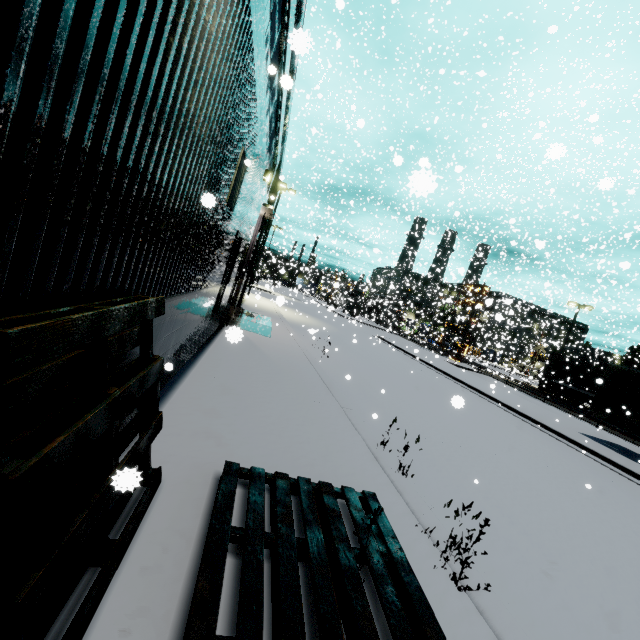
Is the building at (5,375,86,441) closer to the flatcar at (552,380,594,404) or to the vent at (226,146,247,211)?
the vent at (226,146,247,211)

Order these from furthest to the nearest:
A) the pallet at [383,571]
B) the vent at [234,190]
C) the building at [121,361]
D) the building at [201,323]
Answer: the vent at [234,190]
the building at [121,361]
the pallet at [383,571]
the building at [201,323]

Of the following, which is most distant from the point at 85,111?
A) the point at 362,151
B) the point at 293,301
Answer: the point at 293,301

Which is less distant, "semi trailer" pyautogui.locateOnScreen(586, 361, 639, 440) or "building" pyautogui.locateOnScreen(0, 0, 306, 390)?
"building" pyautogui.locateOnScreen(0, 0, 306, 390)

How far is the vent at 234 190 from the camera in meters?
5.6 m

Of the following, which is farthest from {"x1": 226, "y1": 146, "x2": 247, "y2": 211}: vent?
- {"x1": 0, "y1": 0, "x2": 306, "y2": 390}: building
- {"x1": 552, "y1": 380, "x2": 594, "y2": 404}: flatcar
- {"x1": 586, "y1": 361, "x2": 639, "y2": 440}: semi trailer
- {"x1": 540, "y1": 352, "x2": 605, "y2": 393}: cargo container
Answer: {"x1": 540, "y1": 352, "x2": 605, "y2": 393}: cargo container

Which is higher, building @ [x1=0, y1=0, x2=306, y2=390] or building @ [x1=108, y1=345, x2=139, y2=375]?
building @ [x1=0, y1=0, x2=306, y2=390]

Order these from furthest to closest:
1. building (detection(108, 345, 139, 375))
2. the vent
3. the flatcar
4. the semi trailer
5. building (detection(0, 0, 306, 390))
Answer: the flatcar, the semi trailer, the vent, building (detection(108, 345, 139, 375)), building (detection(0, 0, 306, 390))
